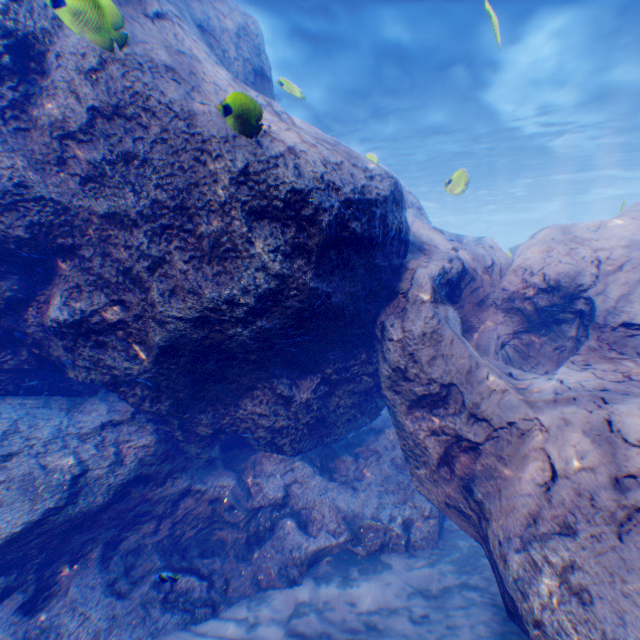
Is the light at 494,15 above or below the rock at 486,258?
above

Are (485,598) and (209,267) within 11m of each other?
yes

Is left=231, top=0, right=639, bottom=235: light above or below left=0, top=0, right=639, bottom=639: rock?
above

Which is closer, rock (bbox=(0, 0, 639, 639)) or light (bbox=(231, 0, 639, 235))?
rock (bbox=(0, 0, 639, 639))

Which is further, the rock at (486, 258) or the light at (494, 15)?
the light at (494, 15)
